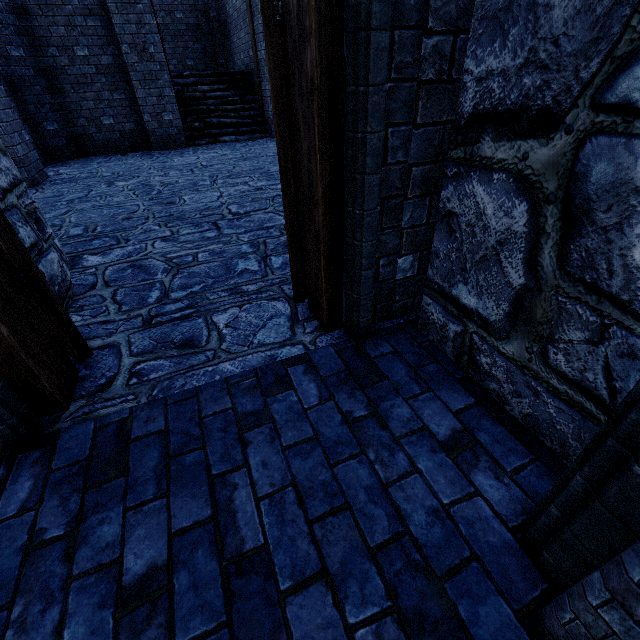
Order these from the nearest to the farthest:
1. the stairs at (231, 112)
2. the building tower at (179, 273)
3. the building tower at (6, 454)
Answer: the building tower at (6, 454) < the building tower at (179, 273) < the stairs at (231, 112)

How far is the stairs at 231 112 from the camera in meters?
10.3

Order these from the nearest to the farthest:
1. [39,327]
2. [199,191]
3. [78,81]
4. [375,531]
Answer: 1. [375,531]
2. [39,327]
3. [199,191]
4. [78,81]

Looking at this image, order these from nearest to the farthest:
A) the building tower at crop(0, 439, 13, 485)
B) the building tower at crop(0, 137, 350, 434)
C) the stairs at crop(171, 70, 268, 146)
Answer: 1. the building tower at crop(0, 439, 13, 485)
2. the building tower at crop(0, 137, 350, 434)
3. the stairs at crop(171, 70, 268, 146)

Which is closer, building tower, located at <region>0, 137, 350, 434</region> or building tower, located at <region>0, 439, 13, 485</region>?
building tower, located at <region>0, 439, 13, 485</region>

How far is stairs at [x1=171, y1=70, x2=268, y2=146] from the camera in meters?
10.3

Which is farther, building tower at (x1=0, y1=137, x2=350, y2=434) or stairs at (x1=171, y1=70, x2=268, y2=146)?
stairs at (x1=171, y1=70, x2=268, y2=146)
